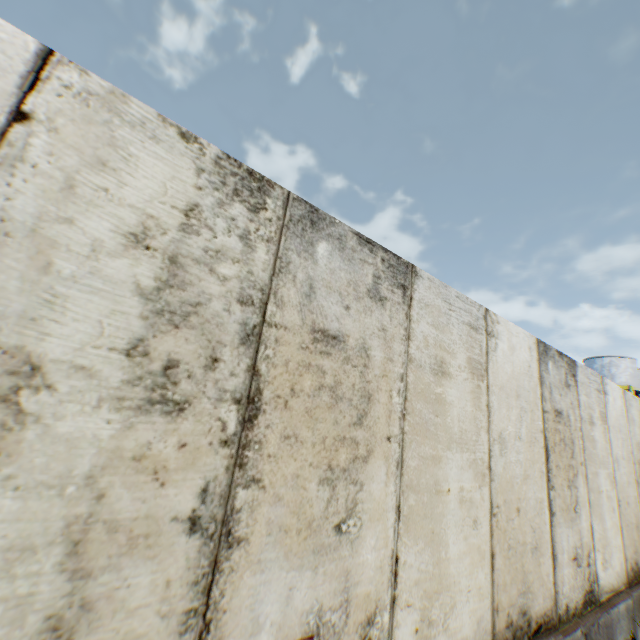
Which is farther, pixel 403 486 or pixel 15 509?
pixel 403 486
